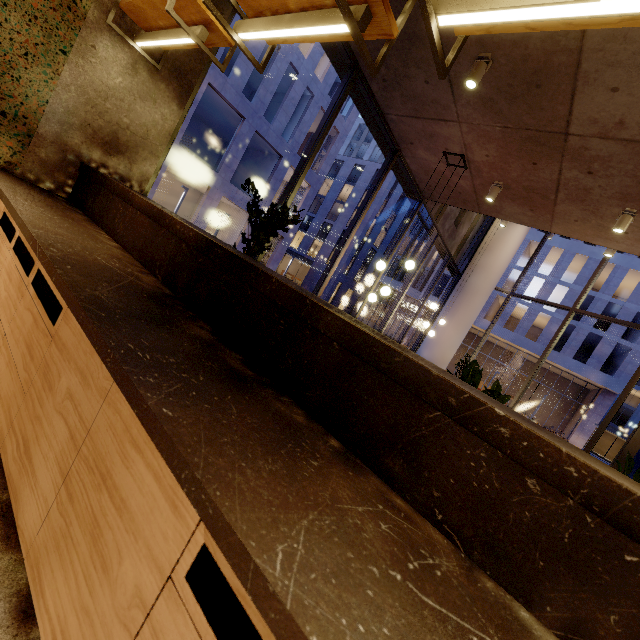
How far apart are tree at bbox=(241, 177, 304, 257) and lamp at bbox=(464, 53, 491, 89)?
2.65m

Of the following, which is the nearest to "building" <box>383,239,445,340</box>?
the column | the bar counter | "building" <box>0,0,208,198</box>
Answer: "building" <box>0,0,208,198</box>

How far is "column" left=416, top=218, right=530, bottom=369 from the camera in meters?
11.3

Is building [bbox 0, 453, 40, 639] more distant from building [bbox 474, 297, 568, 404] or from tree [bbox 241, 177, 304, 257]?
building [bbox 474, 297, 568, 404]

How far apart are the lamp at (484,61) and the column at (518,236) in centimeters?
851cm

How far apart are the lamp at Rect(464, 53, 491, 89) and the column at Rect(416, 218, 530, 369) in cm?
851

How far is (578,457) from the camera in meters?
0.8

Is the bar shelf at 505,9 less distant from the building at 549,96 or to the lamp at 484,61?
the building at 549,96
